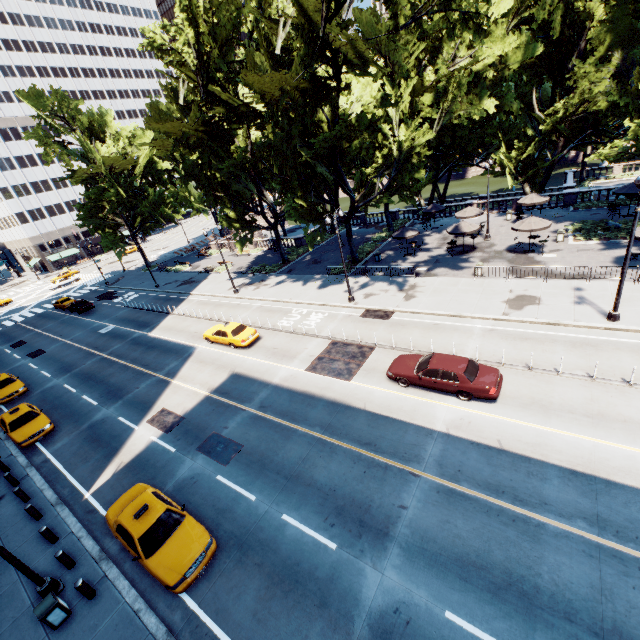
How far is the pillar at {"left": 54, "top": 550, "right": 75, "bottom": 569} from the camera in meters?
11.7

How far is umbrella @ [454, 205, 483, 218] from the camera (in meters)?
32.66

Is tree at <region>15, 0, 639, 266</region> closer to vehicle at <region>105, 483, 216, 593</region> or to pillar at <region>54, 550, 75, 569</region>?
→ vehicle at <region>105, 483, 216, 593</region>

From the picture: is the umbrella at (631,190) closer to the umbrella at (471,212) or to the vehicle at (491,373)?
the umbrella at (471,212)

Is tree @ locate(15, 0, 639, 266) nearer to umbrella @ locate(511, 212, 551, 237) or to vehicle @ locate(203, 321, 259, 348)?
umbrella @ locate(511, 212, 551, 237)

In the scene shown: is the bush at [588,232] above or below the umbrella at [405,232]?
below

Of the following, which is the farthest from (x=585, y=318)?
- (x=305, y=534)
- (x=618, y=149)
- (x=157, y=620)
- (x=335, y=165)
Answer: (x=157, y=620)

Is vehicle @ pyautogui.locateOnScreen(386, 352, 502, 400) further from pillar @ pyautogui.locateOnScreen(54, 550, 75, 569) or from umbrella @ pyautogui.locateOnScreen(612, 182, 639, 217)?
umbrella @ pyautogui.locateOnScreen(612, 182, 639, 217)
